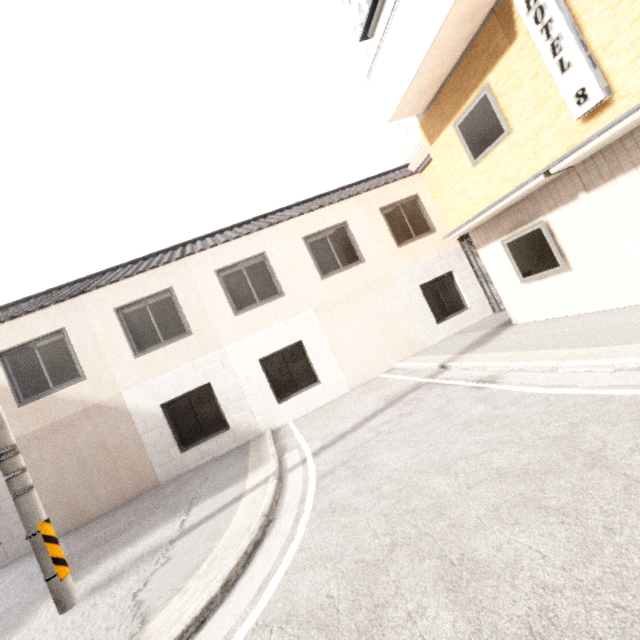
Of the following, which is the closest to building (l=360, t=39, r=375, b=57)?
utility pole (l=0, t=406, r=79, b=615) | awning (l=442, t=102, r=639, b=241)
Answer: awning (l=442, t=102, r=639, b=241)

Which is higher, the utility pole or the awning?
the awning

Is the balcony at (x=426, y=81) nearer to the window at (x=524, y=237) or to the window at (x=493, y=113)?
the window at (x=493, y=113)

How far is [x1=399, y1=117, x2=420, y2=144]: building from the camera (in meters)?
26.69

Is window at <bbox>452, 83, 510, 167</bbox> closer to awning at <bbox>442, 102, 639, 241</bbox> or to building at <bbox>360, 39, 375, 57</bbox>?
awning at <bbox>442, 102, 639, 241</bbox>

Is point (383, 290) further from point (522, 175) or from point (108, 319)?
point (108, 319)

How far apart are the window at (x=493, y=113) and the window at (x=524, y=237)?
1.8 meters

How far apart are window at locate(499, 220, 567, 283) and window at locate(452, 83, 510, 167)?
1.82m
